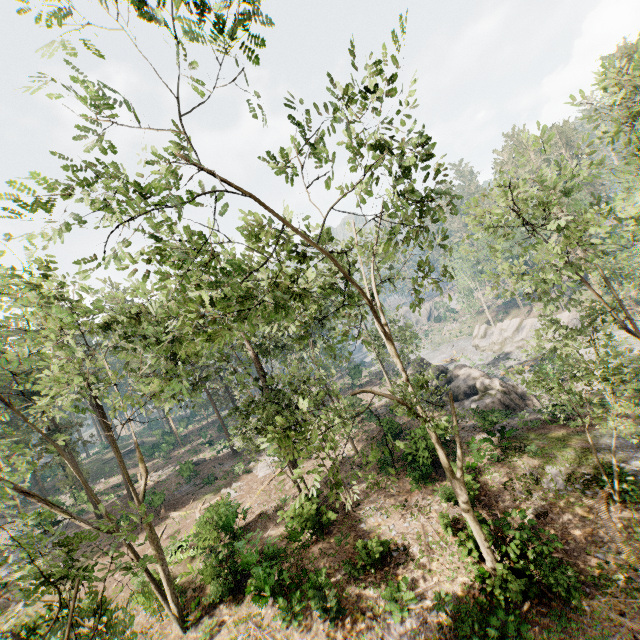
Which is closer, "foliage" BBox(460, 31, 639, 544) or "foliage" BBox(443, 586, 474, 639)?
"foliage" BBox(443, 586, 474, 639)

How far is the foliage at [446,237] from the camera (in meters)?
9.98

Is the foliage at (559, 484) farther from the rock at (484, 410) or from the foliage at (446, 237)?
the rock at (484, 410)

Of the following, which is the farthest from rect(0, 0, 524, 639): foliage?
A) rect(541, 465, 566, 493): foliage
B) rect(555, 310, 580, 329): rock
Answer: rect(541, 465, 566, 493): foliage

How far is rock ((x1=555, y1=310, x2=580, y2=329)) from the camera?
41.4m

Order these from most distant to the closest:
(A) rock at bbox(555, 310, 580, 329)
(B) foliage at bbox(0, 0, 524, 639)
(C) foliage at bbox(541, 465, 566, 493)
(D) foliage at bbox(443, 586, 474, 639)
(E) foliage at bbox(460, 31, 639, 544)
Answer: (A) rock at bbox(555, 310, 580, 329)
(C) foliage at bbox(541, 465, 566, 493)
(E) foliage at bbox(460, 31, 639, 544)
(D) foliage at bbox(443, 586, 474, 639)
(B) foliage at bbox(0, 0, 524, 639)

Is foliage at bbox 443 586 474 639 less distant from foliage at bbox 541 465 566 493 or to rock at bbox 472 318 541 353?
rock at bbox 472 318 541 353

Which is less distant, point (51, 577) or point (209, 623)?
point (51, 577)
